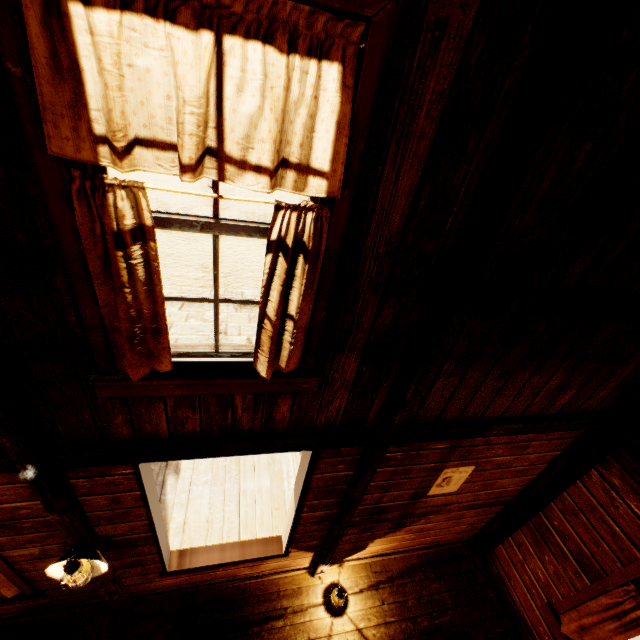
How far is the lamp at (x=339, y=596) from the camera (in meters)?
3.94

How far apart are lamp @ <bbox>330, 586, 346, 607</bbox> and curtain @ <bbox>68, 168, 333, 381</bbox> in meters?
3.6 m

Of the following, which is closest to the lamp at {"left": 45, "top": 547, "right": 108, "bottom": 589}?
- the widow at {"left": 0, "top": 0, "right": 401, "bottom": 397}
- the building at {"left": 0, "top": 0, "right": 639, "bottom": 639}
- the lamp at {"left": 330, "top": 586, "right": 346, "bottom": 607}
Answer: the building at {"left": 0, "top": 0, "right": 639, "bottom": 639}

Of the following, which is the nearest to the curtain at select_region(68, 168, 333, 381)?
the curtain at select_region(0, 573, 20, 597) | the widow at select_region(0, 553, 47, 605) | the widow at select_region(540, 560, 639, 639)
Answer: the widow at select_region(0, 553, 47, 605)

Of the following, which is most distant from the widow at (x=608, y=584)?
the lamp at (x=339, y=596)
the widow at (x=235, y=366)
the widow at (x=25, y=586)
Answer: the widow at (x=25, y=586)

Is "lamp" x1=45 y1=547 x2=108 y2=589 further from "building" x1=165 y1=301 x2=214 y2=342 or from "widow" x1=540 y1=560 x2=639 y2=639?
"widow" x1=540 y1=560 x2=639 y2=639

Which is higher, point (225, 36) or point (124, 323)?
point (225, 36)

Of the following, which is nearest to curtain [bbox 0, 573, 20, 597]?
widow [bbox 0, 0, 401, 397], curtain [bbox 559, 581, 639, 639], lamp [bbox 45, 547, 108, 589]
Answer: lamp [bbox 45, 547, 108, 589]
